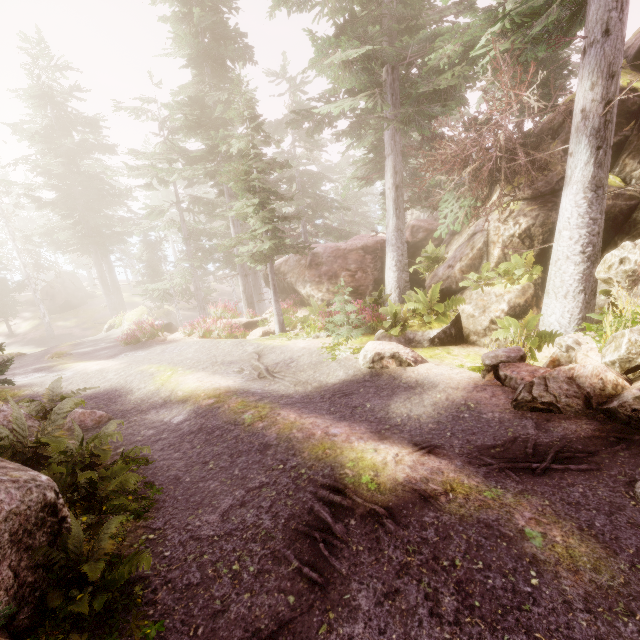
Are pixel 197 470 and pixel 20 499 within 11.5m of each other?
yes

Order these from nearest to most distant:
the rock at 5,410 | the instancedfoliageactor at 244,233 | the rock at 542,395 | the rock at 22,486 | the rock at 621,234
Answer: the rock at 22,486
the rock at 542,395
the rock at 5,410
the instancedfoliageactor at 244,233
the rock at 621,234

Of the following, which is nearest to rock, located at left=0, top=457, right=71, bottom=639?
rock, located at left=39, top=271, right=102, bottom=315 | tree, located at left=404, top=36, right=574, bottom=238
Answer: tree, located at left=404, top=36, right=574, bottom=238

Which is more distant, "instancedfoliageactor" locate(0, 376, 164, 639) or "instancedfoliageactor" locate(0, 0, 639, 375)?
"instancedfoliageactor" locate(0, 0, 639, 375)

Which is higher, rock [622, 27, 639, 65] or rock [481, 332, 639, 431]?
rock [622, 27, 639, 65]

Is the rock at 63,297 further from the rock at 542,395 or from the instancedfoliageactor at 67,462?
the rock at 542,395

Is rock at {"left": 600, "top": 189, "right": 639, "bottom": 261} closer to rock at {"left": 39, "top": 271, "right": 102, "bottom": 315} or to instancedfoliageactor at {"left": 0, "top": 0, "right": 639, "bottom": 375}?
instancedfoliageactor at {"left": 0, "top": 0, "right": 639, "bottom": 375}
